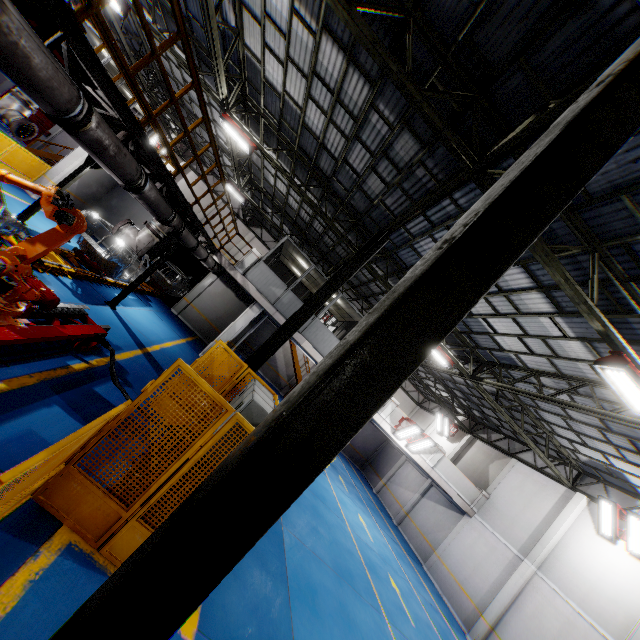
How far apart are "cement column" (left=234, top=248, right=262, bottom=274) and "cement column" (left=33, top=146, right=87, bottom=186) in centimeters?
804cm

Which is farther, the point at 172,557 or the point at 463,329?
the point at 463,329

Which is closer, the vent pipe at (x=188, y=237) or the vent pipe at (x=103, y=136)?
the vent pipe at (x=103, y=136)

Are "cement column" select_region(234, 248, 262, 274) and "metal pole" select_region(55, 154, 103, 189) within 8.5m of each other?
yes

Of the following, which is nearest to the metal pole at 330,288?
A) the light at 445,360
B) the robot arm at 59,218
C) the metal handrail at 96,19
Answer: the robot arm at 59,218

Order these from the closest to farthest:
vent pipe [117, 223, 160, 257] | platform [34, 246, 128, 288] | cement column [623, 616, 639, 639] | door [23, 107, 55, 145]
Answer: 1. vent pipe [117, 223, 160, 257]
2. platform [34, 246, 128, 288]
3. cement column [623, 616, 639, 639]
4. door [23, 107, 55, 145]

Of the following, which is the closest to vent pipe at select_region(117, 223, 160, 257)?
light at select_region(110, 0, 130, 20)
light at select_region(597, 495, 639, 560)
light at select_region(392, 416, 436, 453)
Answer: light at select_region(110, 0, 130, 20)

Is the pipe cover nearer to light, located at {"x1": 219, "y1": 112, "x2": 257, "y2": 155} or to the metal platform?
the metal platform
